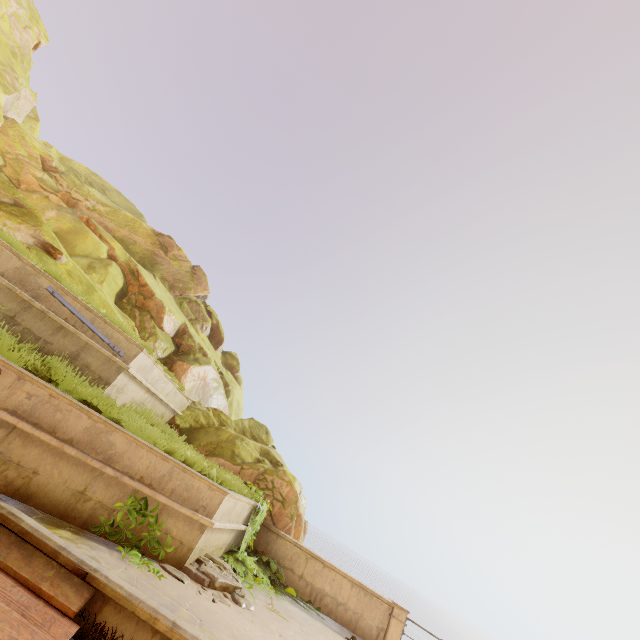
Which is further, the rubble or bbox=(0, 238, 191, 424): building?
bbox=(0, 238, 191, 424): building

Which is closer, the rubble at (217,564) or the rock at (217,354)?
the rubble at (217,564)

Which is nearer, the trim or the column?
the trim

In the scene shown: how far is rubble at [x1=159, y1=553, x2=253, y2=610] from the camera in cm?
544

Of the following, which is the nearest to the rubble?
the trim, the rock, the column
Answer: the trim

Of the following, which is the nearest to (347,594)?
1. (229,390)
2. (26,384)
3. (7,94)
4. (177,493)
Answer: (177,493)

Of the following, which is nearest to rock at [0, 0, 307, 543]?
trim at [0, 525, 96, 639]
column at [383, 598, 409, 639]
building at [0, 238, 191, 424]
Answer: building at [0, 238, 191, 424]

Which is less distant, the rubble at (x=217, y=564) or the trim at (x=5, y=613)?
the trim at (x=5, y=613)
